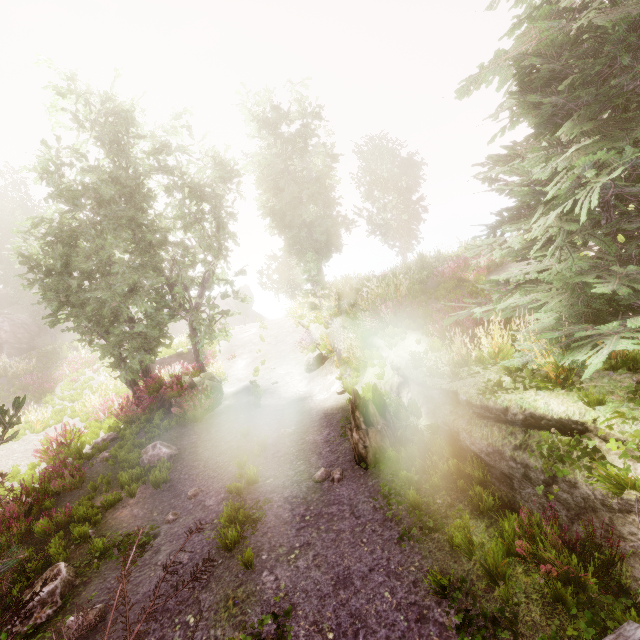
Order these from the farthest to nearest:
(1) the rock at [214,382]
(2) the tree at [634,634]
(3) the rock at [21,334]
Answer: (3) the rock at [21,334], (1) the rock at [214,382], (2) the tree at [634,634]

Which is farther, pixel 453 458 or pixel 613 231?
pixel 453 458

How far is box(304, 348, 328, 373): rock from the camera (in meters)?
12.73

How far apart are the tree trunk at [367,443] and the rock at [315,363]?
5.5m

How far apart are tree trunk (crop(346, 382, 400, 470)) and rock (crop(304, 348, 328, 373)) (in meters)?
5.54

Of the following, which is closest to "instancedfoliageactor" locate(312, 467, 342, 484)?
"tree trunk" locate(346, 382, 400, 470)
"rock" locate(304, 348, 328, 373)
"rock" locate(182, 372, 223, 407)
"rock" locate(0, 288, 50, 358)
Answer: "rock" locate(0, 288, 50, 358)

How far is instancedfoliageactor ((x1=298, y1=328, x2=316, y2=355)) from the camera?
13.1 meters

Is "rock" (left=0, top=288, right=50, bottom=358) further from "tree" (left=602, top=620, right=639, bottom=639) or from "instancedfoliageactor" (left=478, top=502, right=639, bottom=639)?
"tree" (left=602, top=620, right=639, bottom=639)
